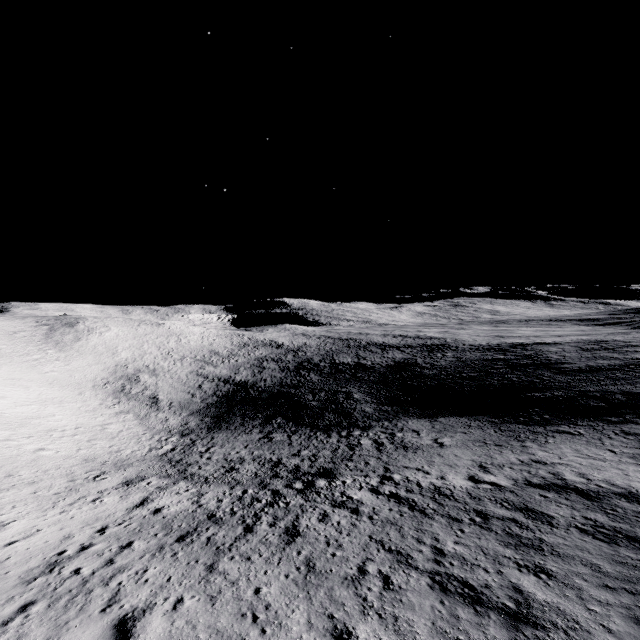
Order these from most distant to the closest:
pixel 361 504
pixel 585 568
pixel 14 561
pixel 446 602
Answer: pixel 361 504, pixel 14 561, pixel 585 568, pixel 446 602
